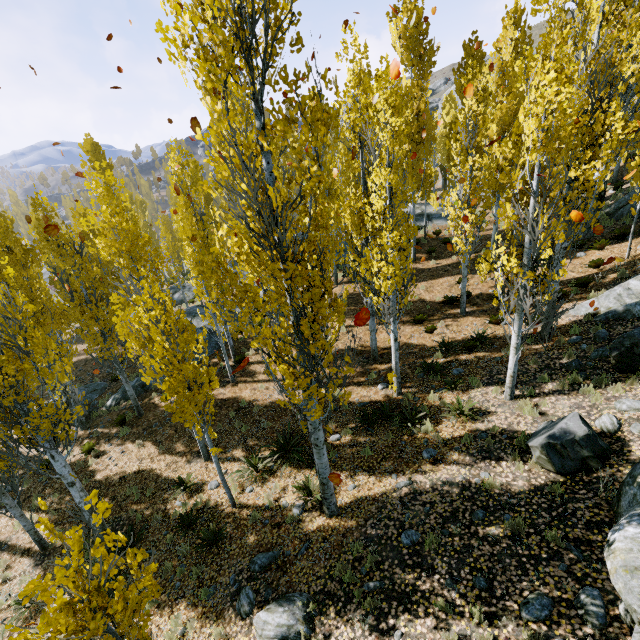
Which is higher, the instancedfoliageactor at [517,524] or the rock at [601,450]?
the rock at [601,450]

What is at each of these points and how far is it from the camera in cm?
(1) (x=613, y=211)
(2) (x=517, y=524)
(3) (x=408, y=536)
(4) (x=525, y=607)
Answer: (1) rock, 1755
(2) instancedfoliageactor, 573
(3) rock, 638
(4) rock, 452

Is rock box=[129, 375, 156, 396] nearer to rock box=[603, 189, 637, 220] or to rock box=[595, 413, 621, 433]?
rock box=[603, 189, 637, 220]

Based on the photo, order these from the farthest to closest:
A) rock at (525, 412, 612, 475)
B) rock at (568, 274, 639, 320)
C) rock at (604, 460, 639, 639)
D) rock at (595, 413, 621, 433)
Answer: rock at (568, 274, 639, 320) → rock at (595, 413, 621, 433) → rock at (525, 412, 612, 475) → rock at (604, 460, 639, 639)

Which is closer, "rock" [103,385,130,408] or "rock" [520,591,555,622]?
"rock" [520,591,555,622]

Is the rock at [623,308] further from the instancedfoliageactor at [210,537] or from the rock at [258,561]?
the rock at [258,561]

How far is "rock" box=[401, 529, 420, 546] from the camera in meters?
6.3

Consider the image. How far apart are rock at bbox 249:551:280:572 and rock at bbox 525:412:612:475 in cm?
598
